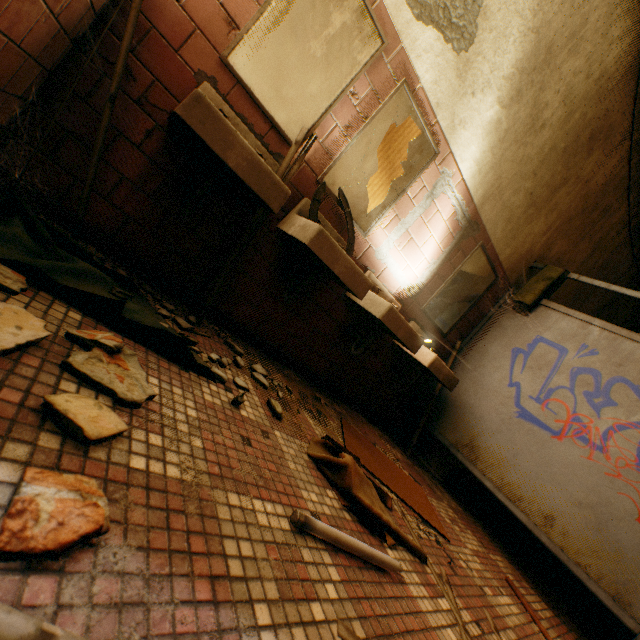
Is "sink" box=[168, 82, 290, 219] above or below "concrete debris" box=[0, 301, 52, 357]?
above

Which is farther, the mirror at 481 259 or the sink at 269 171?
the mirror at 481 259

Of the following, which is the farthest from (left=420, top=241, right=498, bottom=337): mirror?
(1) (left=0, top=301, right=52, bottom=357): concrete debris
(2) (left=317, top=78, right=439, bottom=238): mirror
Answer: (1) (left=0, top=301, right=52, bottom=357): concrete debris

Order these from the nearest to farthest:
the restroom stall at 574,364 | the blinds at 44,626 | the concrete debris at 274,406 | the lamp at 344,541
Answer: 1. the blinds at 44,626
2. the lamp at 344,541
3. the concrete debris at 274,406
4. the restroom stall at 574,364

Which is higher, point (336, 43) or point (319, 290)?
point (336, 43)

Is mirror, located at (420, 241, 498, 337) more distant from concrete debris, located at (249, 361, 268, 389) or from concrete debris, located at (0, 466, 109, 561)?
concrete debris, located at (0, 466, 109, 561)

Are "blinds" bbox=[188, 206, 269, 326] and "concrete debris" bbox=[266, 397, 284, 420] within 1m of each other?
yes

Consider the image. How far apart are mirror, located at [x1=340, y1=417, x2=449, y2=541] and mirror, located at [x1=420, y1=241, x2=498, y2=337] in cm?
125
